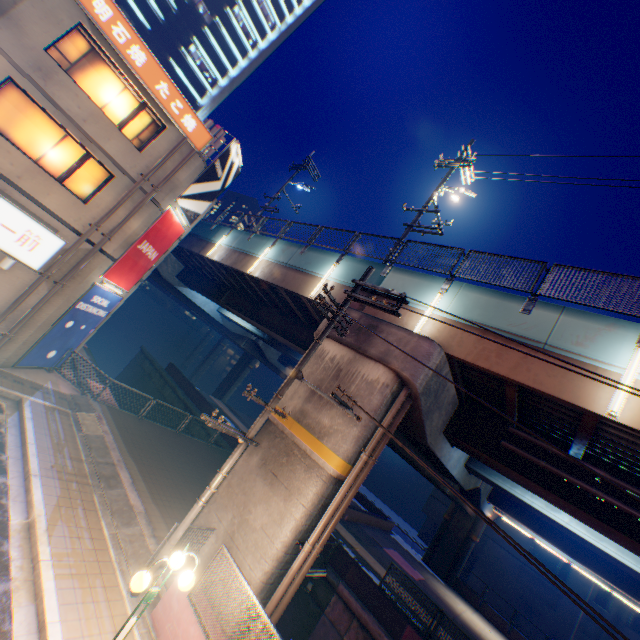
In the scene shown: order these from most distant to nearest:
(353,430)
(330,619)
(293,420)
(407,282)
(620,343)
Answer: (330,619) < (407,282) < (293,420) < (353,430) < (620,343)

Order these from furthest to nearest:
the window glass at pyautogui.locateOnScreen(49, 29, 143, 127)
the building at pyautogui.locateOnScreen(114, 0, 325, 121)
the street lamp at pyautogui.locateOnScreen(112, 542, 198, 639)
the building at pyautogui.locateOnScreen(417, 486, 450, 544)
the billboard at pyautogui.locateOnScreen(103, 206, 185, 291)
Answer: the building at pyautogui.locateOnScreen(417, 486, 450, 544) < the building at pyautogui.locateOnScreen(114, 0, 325, 121) < the billboard at pyautogui.locateOnScreen(103, 206, 185, 291) < the window glass at pyautogui.locateOnScreen(49, 29, 143, 127) < the street lamp at pyautogui.locateOnScreen(112, 542, 198, 639)

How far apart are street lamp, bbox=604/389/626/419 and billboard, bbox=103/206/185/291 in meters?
16.8 m

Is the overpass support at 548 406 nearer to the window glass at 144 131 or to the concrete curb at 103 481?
the concrete curb at 103 481

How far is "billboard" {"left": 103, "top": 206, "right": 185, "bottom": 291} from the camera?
14.4m

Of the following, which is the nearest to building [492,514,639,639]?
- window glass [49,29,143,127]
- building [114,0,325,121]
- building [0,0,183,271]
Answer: building [0,0,183,271]

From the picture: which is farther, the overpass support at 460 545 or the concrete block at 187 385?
the concrete block at 187 385

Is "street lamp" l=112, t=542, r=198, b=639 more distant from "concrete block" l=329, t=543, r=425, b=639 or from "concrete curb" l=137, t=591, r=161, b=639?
"concrete block" l=329, t=543, r=425, b=639
